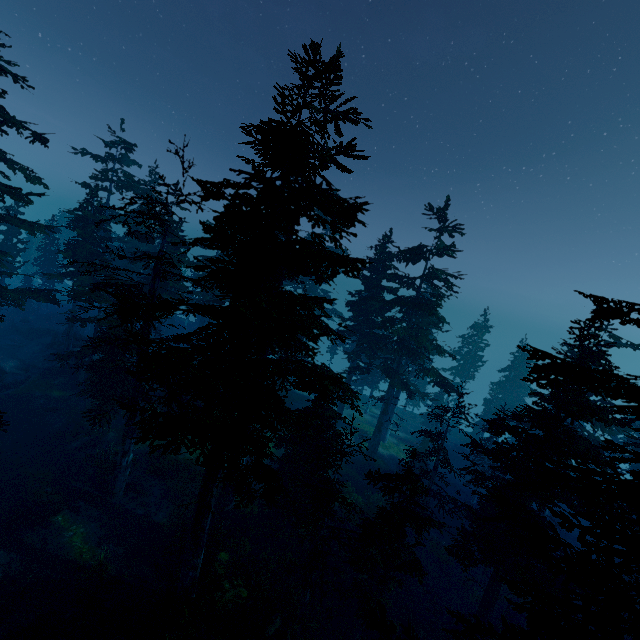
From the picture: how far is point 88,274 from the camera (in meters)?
33.00

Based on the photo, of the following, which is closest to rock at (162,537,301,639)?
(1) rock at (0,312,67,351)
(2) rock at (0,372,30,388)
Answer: (2) rock at (0,372,30,388)

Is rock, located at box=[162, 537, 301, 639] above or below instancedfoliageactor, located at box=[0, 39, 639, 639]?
below

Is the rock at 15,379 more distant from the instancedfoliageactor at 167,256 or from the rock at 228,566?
the rock at 228,566

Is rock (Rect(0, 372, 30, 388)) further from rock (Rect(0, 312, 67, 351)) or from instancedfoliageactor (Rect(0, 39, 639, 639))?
rock (Rect(0, 312, 67, 351))

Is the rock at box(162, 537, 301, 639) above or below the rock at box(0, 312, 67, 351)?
below

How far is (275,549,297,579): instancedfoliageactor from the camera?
16.45m

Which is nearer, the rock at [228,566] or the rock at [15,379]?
the rock at [228,566]
